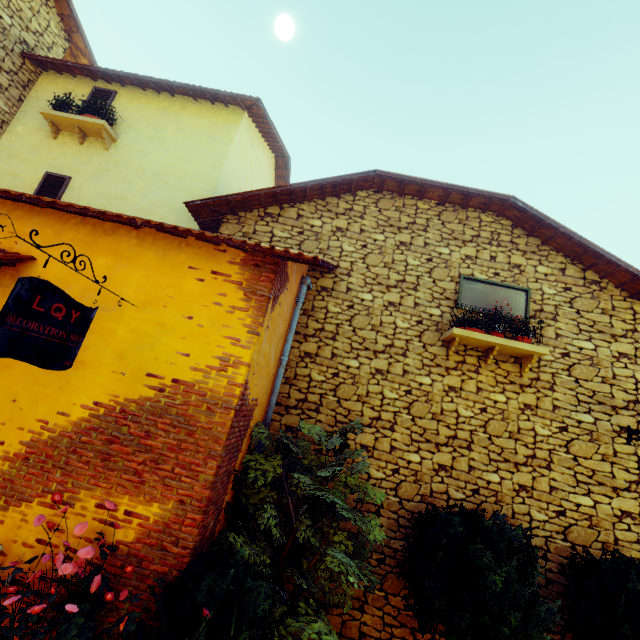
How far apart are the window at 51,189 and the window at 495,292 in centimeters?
832cm

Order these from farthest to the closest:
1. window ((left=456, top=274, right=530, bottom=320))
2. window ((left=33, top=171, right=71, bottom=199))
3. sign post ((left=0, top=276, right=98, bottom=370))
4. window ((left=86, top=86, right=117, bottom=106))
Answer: window ((left=86, top=86, right=117, bottom=106)) → window ((left=33, top=171, right=71, bottom=199)) → window ((left=456, top=274, right=530, bottom=320)) → sign post ((left=0, top=276, right=98, bottom=370))

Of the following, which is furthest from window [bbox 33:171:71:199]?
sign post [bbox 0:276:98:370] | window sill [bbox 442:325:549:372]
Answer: window sill [bbox 442:325:549:372]

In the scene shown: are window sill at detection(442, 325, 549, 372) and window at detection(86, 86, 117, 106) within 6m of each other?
no

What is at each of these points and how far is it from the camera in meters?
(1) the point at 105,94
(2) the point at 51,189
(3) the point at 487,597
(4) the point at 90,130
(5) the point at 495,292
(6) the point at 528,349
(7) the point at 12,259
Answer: (1) window, 7.5
(2) window, 6.8
(3) flower pot, 3.4
(4) window sill, 7.0
(5) window, 5.8
(6) window sill, 5.1
(7) door eaves, 3.5

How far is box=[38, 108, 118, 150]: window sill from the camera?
6.8m

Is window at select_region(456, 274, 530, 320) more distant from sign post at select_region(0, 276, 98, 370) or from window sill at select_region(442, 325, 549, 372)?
sign post at select_region(0, 276, 98, 370)

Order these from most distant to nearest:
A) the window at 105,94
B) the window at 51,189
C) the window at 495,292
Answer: the window at 105,94
the window at 51,189
the window at 495,292
